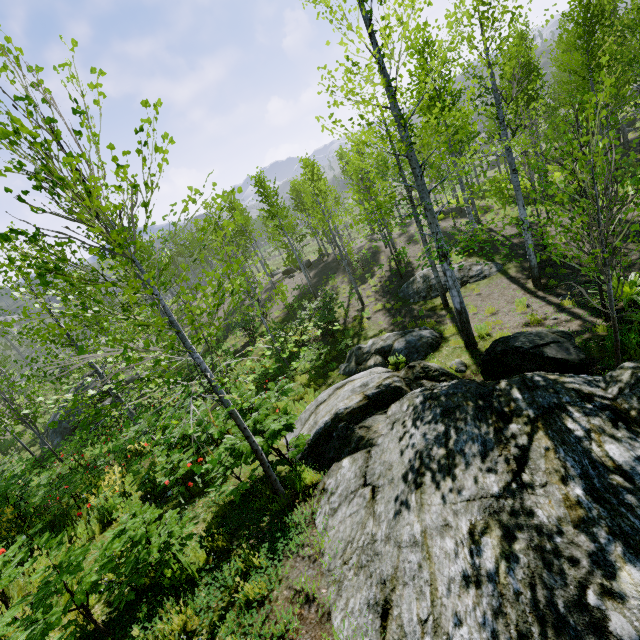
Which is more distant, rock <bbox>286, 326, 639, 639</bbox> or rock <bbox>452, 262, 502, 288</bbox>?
rock <bbox>452, 262, 502, 288</bbox>

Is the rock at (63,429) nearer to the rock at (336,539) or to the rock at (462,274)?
the rock at (336,539)

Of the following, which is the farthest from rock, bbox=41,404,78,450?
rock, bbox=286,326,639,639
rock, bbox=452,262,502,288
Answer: rock, bbox=452,262,502,288

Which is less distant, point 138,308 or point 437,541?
point 437,541

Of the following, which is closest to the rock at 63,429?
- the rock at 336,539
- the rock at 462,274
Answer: the rock at 336,539

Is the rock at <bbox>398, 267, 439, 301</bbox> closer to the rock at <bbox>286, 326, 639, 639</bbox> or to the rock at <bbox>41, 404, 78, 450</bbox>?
the rock at <bbox>286, 326, 639, 639</bbox>
